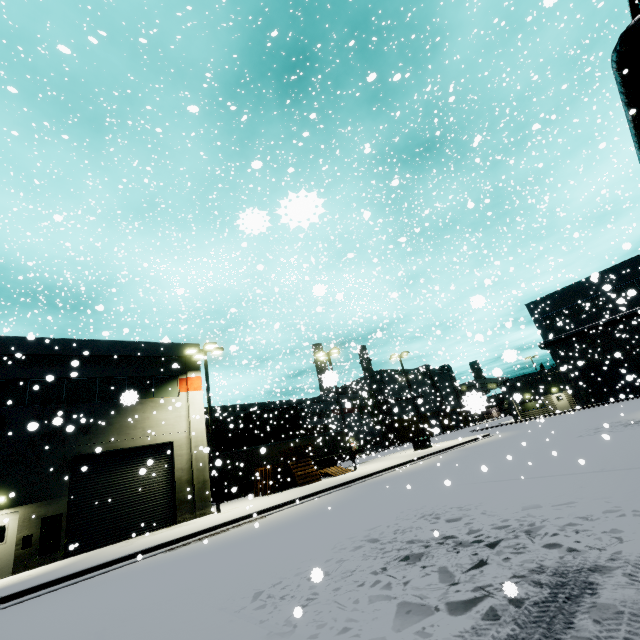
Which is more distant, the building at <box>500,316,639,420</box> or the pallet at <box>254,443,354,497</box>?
the building at <box>500,316,639,420</box>

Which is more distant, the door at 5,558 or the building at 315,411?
the building at 315,411

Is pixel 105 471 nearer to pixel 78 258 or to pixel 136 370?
pixel 136 370

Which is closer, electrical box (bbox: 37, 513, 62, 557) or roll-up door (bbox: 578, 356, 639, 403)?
electrical box (bbox: 37, 513, 62, 557)

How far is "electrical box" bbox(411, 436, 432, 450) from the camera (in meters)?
30.80

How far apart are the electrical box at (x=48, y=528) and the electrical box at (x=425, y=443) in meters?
27.0 m

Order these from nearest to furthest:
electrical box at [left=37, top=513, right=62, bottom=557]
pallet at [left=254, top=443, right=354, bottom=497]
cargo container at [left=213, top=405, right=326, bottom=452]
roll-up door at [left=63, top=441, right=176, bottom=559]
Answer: electrical box at [left=37, top=513, right=62, bottom=557]
roll-up door at [left=63, top=441, right=176, bottom=559]
pallet at [left=254, top=443, right=354, bottom=497]
cargo container at [left=213, top=405, right=326, bottom=452]

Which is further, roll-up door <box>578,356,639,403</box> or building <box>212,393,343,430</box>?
building <box>212,393,343,430</box>
